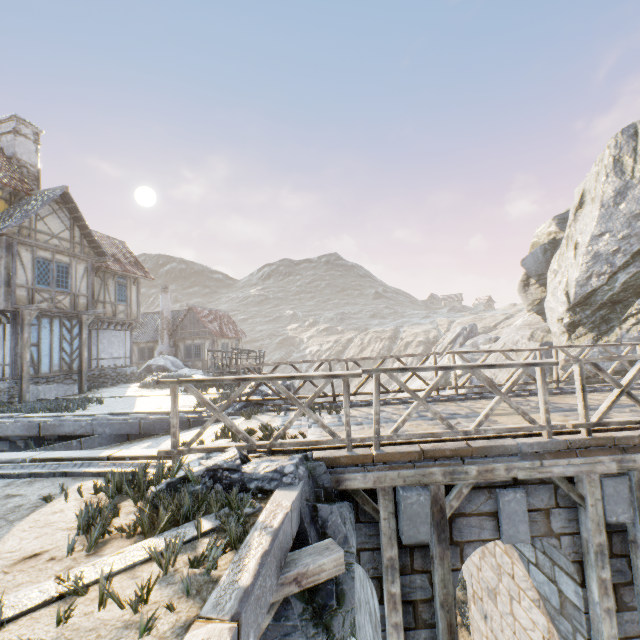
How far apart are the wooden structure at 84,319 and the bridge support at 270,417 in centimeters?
Answer: 1192cm

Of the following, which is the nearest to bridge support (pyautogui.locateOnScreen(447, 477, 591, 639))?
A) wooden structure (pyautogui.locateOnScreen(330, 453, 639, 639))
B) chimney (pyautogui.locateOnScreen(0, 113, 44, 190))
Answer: wooden structure (pyautogui.locateOnScreen(330, 453, 639, 639))

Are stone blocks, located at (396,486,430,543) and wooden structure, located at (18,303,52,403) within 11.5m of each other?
no

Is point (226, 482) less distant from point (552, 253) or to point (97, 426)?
Answer: point (97, 426)

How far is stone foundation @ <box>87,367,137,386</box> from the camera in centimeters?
1838cm

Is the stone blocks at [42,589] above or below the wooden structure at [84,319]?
below

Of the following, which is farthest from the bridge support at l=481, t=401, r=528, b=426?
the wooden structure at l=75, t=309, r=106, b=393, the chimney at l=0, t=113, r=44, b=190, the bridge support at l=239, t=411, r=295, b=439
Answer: the chimney at l=0, t=113, r=44, b=190

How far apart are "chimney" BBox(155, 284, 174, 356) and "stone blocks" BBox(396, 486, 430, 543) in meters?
28.1 m
